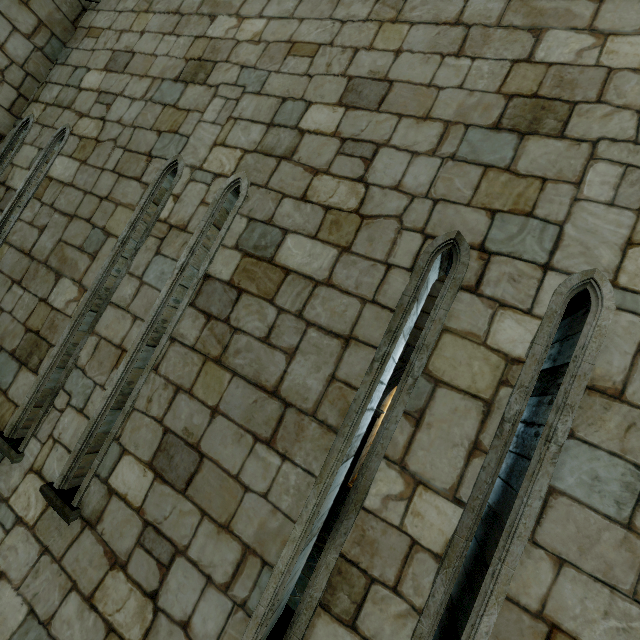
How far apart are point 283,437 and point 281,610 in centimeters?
150cm
